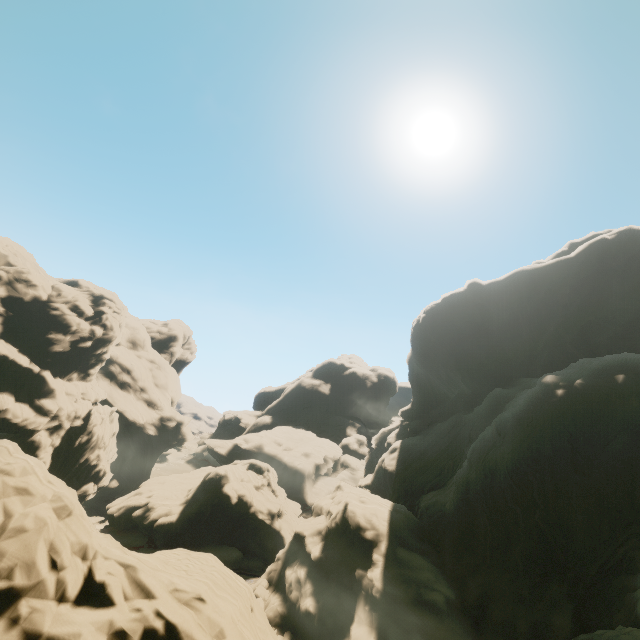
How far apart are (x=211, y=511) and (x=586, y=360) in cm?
4823
